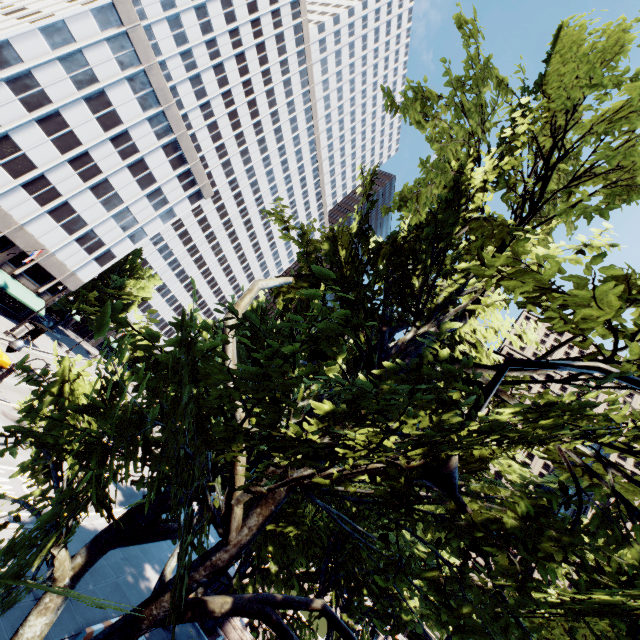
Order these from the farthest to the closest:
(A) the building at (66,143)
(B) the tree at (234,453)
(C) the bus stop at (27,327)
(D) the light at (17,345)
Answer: (C) the bus stop at (27,327) < (A) the building at (66,143) < (D) the light at (17,345) < (B) the tree at (234,453)

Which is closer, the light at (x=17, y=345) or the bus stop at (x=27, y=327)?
the light at (x=17, y=345)

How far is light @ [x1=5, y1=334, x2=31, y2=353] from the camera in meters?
11.6

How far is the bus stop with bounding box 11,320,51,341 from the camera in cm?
3597

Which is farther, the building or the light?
the building

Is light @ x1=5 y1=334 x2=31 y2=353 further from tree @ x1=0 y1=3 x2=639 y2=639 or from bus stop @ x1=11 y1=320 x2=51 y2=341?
bus stop @ x1=11 y1=320 x2=51 y2=341

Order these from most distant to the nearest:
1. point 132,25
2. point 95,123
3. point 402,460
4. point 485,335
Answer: point 95,123 < point 132,25 < point 485,335 < point 402,460

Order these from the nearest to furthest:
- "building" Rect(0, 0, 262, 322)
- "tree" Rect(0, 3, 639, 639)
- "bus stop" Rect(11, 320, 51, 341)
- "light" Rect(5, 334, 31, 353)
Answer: "tree" Rect(0, 3, 639, 639)
"light" Rect(5, 334, 31, 353)
"building" Rect(0, 0, 262, 322)
"bus stop" Rect(11, 320, 51, 341)
